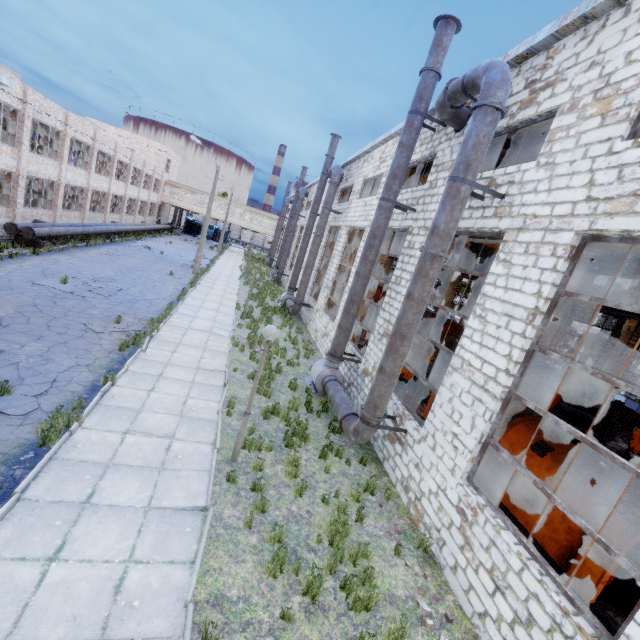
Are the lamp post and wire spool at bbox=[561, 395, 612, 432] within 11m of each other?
no

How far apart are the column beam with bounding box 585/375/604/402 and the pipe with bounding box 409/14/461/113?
18.19m

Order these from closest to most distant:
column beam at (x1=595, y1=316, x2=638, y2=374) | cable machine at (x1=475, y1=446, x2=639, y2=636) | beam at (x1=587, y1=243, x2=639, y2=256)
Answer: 1. beam at (x1=587, y1=243, x2=639, y2=256)
2. cable machine at (x1=475, y1=446, x2=639, y2=636)
3. column beam at (x1=595, y1=316, x2=638, y2=374)

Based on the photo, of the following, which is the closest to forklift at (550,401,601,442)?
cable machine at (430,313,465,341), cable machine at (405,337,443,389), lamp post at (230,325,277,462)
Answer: cable machine at (405,337,443,389)

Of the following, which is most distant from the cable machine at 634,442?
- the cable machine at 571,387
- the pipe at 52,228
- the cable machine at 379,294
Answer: the pipe at 52,228

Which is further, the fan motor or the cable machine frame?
the cable machine frame

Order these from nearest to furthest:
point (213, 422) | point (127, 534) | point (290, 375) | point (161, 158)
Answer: point (127, 534) < point (213, 422) < point (290, 375) < point (161, 158)

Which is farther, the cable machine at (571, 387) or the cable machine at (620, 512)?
the cable machine at (571, 387)
